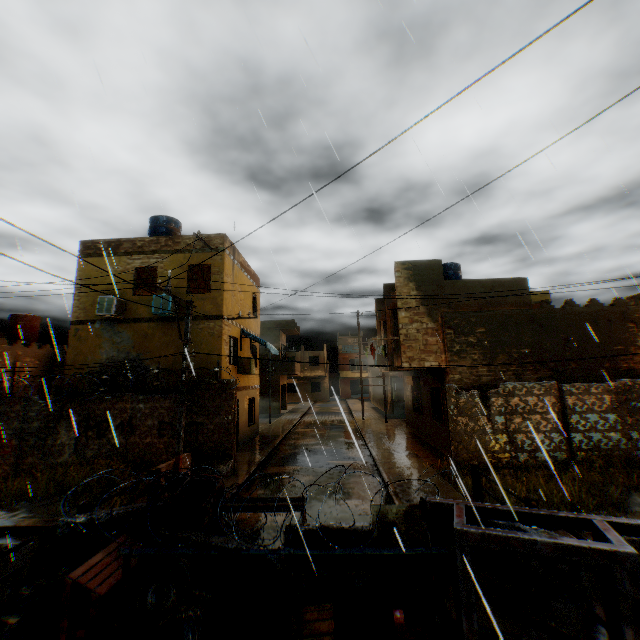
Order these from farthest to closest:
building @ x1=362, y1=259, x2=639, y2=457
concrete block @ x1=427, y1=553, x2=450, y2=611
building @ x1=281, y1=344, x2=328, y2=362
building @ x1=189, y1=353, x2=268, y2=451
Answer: building @ x1=281, y1=344, x2=328, y2=362, building @ x1=189, y1=353, x2=268, y2=451, building @ x1=362, y1=259, x2=639, y2=457, concrete block @ x1=427, y1=553, x2=450, y2=611

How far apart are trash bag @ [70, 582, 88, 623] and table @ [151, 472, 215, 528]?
0.69m

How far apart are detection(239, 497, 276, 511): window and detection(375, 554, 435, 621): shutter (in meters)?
1.16

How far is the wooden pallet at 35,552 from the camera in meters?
5.0

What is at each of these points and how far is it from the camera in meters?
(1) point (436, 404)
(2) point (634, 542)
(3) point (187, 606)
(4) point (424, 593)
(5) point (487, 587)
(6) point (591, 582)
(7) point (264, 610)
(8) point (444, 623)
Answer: (1) shutter, 15.1
(2) concrete channel, 7.7
(3) trash bag, 4.2
(4) shutter, 4.8
(5) concrete block, 4.8
(6) concrete channel, 7.2
(7) wooden pallet, 4.2
(8) steel platform, 4.2

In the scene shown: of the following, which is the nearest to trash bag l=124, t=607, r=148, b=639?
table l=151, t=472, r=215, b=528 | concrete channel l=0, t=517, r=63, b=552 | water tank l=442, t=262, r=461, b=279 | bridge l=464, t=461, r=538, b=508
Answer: table l=151, t=472, r=215, b=528

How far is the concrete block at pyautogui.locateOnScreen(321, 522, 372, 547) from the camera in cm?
528

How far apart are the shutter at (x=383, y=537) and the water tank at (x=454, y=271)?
15.7m
